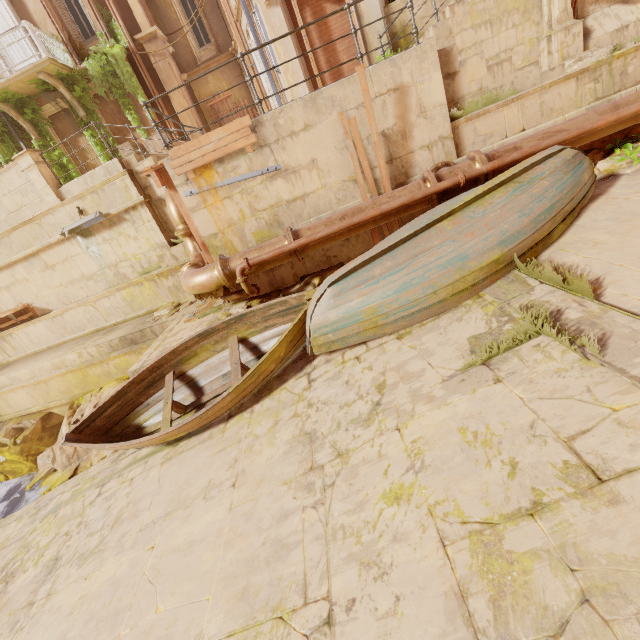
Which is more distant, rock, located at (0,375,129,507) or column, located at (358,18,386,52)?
column, located at (358,18,386,52)

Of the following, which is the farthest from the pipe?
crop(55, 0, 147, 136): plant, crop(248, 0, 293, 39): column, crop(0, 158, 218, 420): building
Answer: crop(55, 0, 147, 136): plant

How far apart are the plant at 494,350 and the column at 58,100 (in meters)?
17.26

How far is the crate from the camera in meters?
12.4 m

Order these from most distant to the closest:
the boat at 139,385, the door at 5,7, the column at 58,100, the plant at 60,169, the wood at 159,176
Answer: the plant at 60,169 → the column at 58,100 → the door at 5,7 → the wood at 159,176 → the boat at 139,385

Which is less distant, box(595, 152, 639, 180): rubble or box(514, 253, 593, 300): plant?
box(514, 253, 593, 300): plant

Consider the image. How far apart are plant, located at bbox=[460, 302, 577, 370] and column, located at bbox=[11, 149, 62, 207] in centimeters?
1242cm

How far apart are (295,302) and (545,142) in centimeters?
503cm
